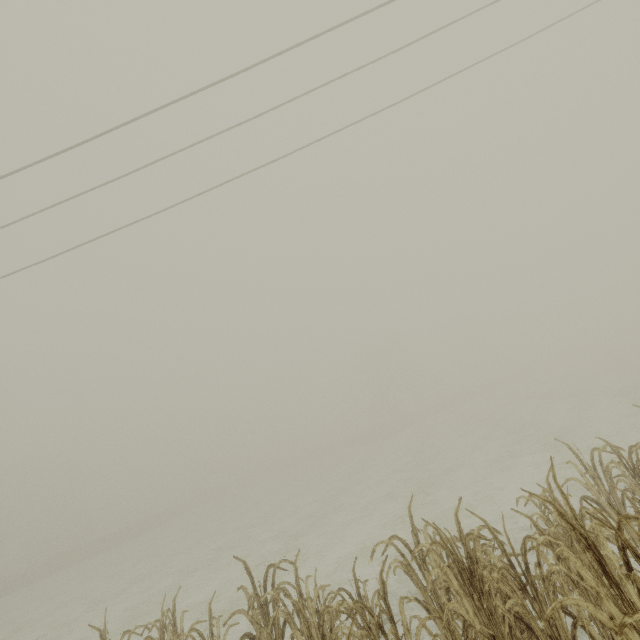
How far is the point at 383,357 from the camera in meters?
59.8 m
